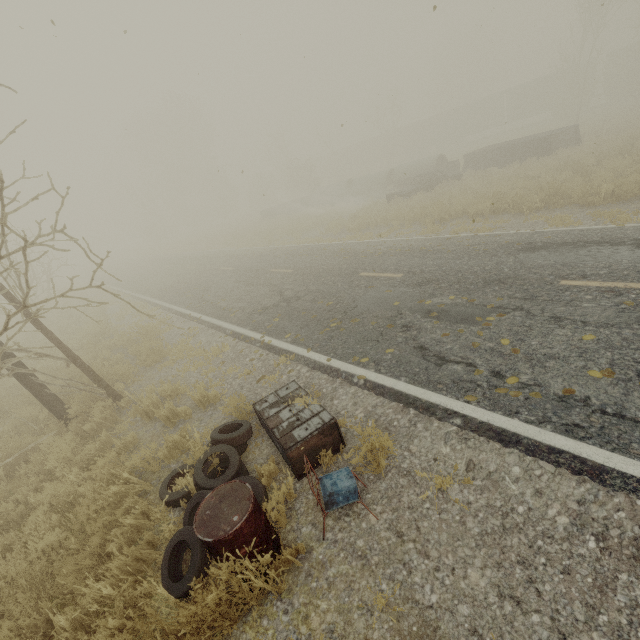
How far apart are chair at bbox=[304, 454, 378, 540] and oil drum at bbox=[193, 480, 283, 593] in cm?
50

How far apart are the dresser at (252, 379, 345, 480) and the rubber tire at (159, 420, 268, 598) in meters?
0.2

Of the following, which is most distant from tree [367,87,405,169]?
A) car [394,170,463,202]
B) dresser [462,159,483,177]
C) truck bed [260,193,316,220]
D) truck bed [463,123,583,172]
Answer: car [394,170,463,202]

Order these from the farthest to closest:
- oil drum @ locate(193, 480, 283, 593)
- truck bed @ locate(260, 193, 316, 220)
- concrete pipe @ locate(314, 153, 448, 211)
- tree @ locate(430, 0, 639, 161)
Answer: truck bed @ locate(260, 193, 316, 220) < concrete pipe @ locate(314, 153, 448, 211) < tree @ locate(430, 0, 639, 161) < oil drum @ locate(193, 480, 283, 593)

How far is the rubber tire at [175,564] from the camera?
3.1m

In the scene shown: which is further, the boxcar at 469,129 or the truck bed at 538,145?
the boxcar at 469,129

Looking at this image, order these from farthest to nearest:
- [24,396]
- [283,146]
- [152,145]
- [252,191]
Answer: [252,191]
[152,145]
[283,146]
[24,396]

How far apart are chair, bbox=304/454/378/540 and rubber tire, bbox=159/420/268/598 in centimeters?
59cm
